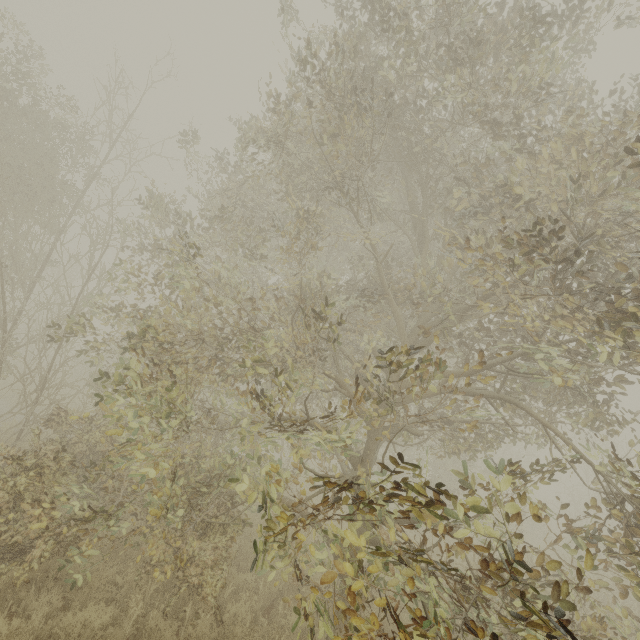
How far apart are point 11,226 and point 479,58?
13.20m
